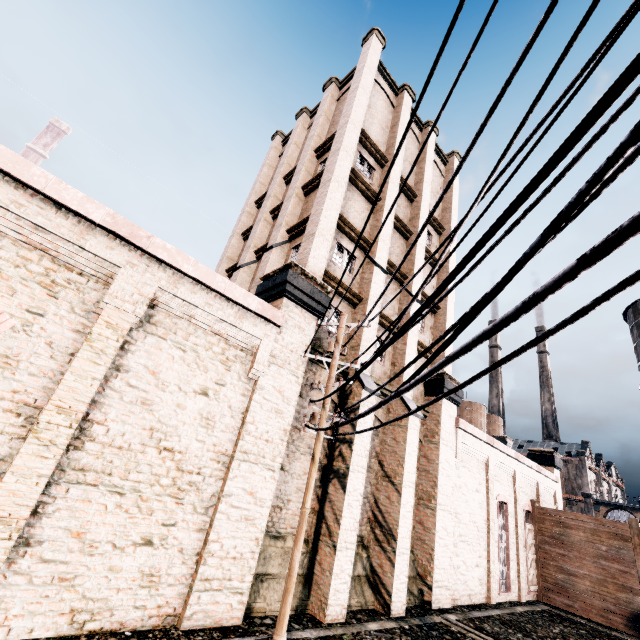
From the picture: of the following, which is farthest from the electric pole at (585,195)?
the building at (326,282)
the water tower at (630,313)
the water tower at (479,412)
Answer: the water tower at (479,412)

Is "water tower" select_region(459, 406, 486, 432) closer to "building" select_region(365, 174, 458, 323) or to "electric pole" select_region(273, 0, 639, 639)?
"building" select_region(365, 174, 458, 323)

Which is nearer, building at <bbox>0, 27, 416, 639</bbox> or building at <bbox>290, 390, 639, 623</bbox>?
building at <bbox>0, 27, 416, 639</bbox>

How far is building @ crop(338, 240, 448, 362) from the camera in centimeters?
1375cm

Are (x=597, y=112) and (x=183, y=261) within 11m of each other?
yes

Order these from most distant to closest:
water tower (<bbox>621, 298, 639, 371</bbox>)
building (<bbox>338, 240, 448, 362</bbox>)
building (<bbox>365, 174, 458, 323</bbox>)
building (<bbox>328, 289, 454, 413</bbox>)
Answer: water tower (<bbox>621, 298, 639, 371</bbox>), building (<bbox>365, 174, 458, 323</bbox>), building (<bbox>338, 240, 448, 362</bbox>), building (<bbox>328, 289, 454, 413</bbox>)

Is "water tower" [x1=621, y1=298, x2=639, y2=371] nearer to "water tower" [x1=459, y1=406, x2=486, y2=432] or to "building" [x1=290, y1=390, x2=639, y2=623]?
"building" [x1=290, y1=390, x2=639, y2=623]
